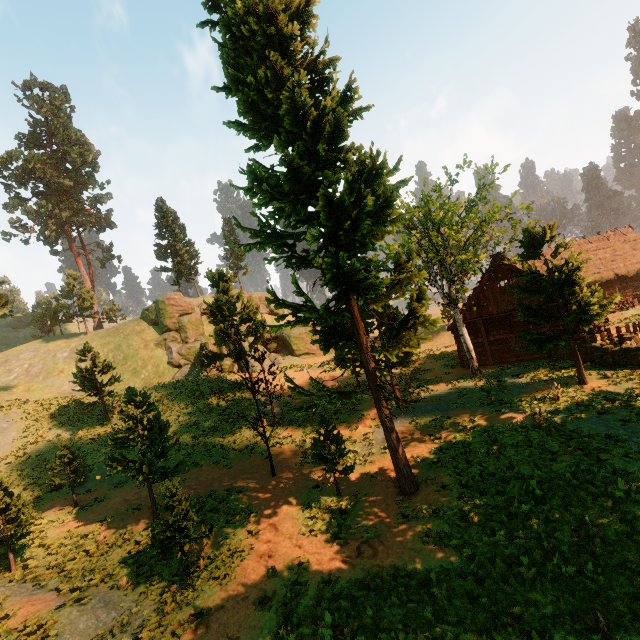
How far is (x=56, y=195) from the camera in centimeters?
5144cm

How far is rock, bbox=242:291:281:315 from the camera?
54.8m

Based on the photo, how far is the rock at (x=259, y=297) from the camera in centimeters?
5478cm

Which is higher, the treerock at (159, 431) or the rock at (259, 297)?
the rock at (259, 297)

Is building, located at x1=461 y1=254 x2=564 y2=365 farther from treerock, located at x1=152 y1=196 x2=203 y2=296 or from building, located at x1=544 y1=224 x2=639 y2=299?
building, located at x1=544 y1=224 x2=639 y2=299

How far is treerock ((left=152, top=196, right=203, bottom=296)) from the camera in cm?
4784

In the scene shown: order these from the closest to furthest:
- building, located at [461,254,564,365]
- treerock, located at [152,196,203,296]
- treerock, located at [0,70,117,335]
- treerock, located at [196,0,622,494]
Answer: treerock, located at [196,0,622,494] → building, located at [461,254,564,365] → treerock, located at [0,70,117,335] → treerock, located at [152,196,203,296]

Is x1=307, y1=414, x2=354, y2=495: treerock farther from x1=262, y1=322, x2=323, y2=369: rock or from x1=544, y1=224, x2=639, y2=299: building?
x1=262, y1=322, x2=323, y2=369: rock
